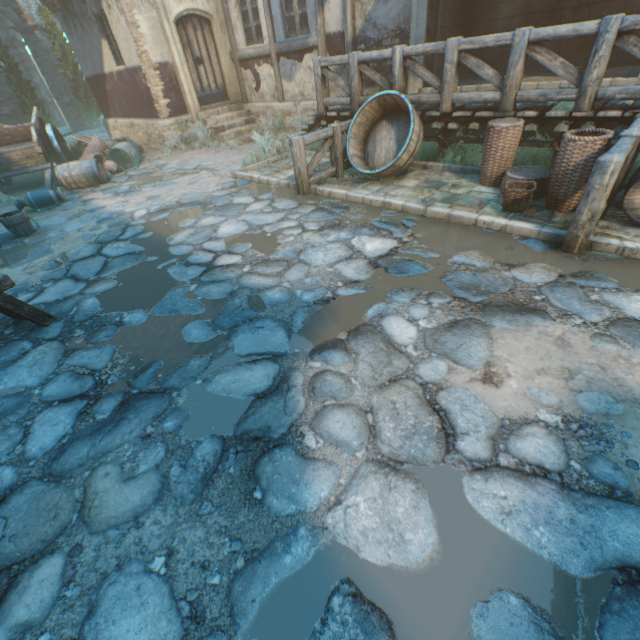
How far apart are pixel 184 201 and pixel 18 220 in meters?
2.9

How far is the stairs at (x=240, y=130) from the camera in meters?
10.7

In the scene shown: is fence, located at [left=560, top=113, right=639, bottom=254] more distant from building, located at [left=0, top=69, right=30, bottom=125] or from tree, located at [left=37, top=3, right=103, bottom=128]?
tree, located at [left=37, top=3, right=103, bottom=128]

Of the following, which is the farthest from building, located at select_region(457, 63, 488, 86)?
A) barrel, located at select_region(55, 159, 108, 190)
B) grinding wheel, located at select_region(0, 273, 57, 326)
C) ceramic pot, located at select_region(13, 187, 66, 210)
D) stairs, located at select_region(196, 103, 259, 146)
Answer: grinding wheel, located at select_region(0, 273, 57, 326)

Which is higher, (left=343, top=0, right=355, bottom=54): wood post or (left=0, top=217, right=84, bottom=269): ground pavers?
(left=343, top=0, right=355, bottom=54): wood post

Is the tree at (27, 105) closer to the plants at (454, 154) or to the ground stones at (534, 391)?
the ground stones at (534, 391)

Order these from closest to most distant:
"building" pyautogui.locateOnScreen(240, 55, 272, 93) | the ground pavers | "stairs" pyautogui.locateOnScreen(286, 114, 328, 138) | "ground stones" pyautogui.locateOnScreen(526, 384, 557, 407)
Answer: "ground stones" pyautogui.locateOnScreen(526, 384, 557, 407) < the ground pavers < "stairs" pyautogui.locateOnScreen(286, 114, 328, 138) < "building" pyautogui.locateOnScreen(240, 55, 272, 93)

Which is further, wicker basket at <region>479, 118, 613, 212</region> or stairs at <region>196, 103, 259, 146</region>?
stairs at <region>196, 103, 259, 146</region>
